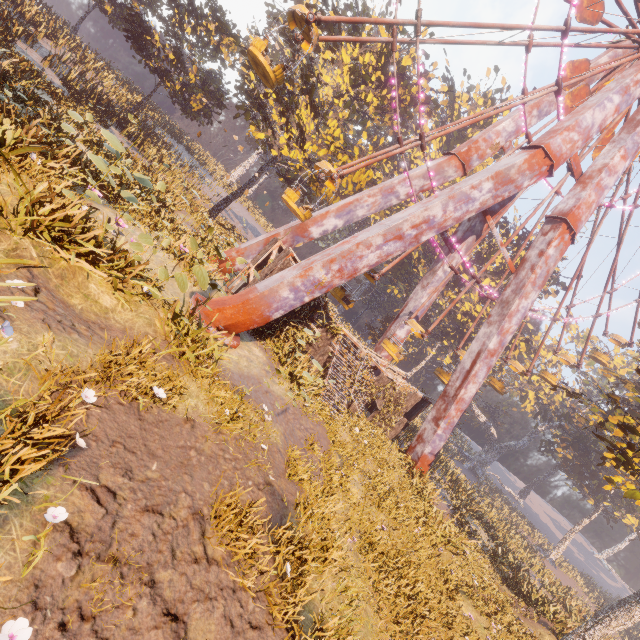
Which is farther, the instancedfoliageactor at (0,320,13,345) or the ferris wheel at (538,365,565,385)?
the ferris wheel at (538,365,565,385)

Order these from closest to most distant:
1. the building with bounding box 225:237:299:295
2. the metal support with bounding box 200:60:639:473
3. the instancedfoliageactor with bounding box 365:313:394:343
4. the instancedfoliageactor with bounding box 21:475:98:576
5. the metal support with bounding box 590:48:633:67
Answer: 1. the instancedfoliageactor with bounding box 21:475:98:576
2. the metal support with bounding box 200:60:639:473
3. the building with bounding box 225:237:299:295
4. the metal support with bounding box 590:48:633:67
5. the instancedfoliageactor with bounding box 365:313:394:343

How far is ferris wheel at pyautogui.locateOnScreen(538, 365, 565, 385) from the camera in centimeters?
2656cm

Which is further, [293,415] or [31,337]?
[293,415]

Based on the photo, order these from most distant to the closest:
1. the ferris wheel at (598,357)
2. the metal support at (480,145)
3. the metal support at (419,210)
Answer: the ferris wheel at (598,357) → the metal support at (480,145) → the metal support at (419,210)

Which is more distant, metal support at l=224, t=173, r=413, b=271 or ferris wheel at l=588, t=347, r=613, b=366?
ferris wheel at l=588, t=347, r=613, b=366

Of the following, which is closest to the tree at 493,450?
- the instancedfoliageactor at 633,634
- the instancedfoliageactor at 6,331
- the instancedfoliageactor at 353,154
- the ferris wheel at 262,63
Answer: the ferris wheel at 262,63

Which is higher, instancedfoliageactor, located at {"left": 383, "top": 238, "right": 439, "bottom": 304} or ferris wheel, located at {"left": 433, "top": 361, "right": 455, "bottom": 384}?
instancedfoliageactor, located at {"left": 383, "top": 238, "right": 439, "bottom": 304}
